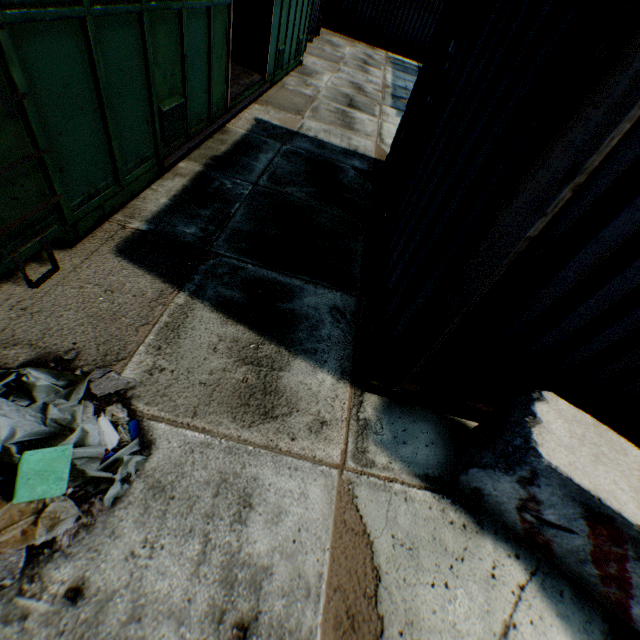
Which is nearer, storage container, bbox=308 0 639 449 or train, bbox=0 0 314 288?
storage container, bbox=308 0 639 449

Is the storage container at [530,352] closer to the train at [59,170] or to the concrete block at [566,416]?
the concrete block at [566,416]

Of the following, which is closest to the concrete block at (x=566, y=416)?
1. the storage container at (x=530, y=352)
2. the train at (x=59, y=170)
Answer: the storage container at (x=530, y=352)

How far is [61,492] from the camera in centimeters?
200cm

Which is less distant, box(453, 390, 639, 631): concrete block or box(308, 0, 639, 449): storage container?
box(308, 0, 639, 449): storage container

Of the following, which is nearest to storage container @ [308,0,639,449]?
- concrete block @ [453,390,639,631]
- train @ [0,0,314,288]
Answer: concrete block @ [453,390,639,631]
